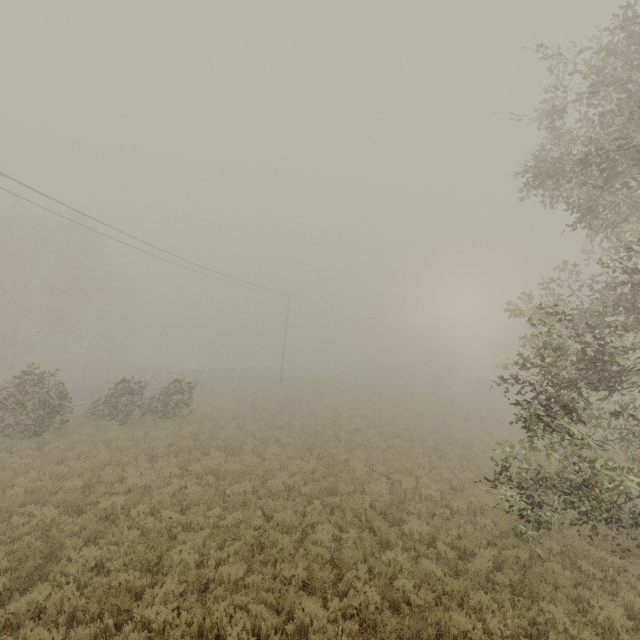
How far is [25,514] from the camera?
8.9 meters
